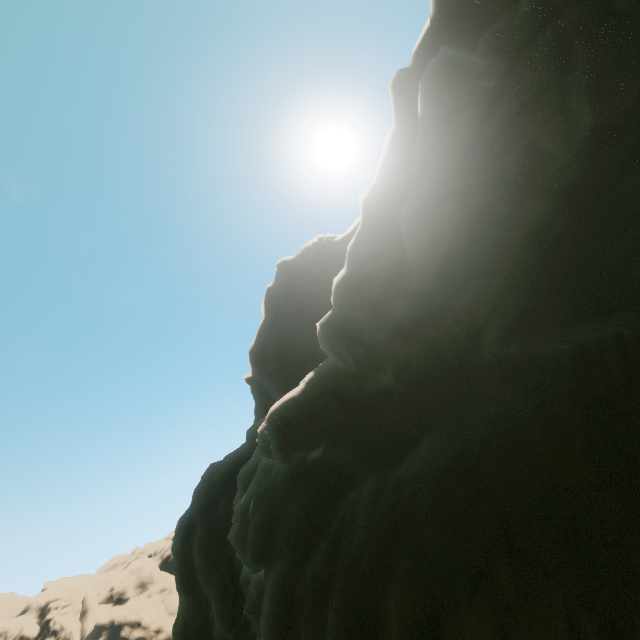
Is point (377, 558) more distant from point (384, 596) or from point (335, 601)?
point (335, 601)
